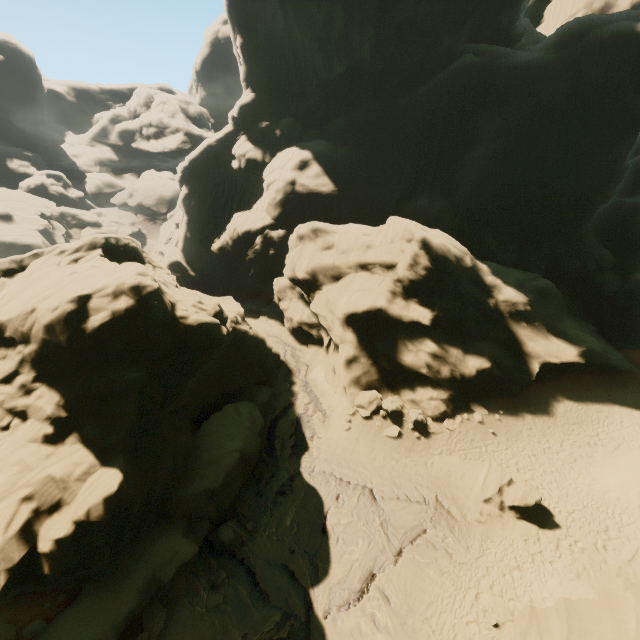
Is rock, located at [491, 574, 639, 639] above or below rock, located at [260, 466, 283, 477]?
above

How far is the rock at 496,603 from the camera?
11.8m

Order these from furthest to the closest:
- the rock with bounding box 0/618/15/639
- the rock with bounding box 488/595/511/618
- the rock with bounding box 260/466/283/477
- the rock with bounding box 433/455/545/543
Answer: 1. the rock with bounding box 260/466/283/477
2. the rock with bounding box 433/455/545/543
3. the rock with bounding box 488/595/511/618
4. the rock with bounding box 0/618/15/639

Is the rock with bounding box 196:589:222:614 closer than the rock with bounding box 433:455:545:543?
Yes

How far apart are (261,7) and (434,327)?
40.64m

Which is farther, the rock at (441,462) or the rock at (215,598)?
A: the rock at (441,462)
